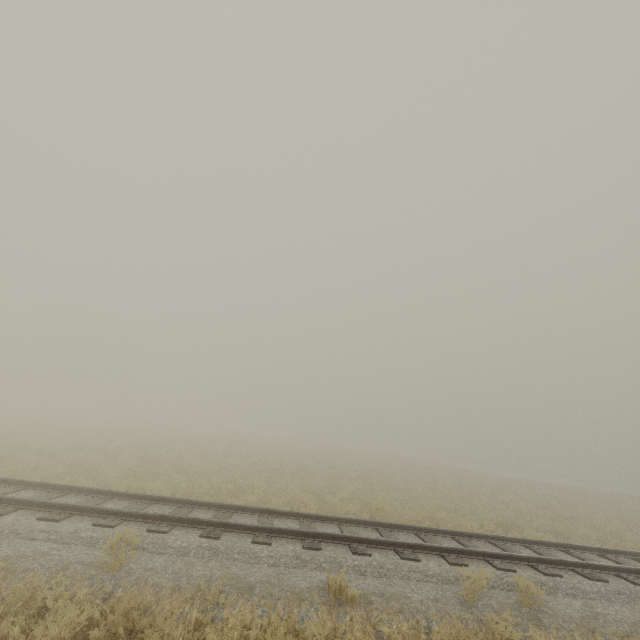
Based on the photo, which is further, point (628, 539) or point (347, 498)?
point (347, 498)
